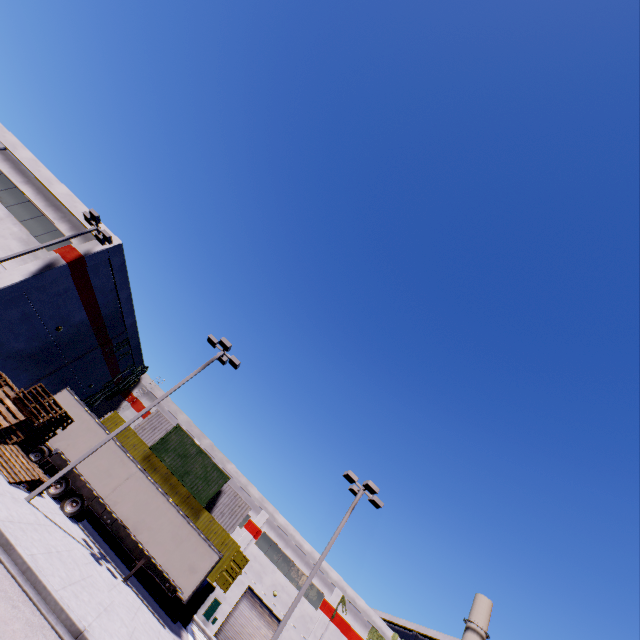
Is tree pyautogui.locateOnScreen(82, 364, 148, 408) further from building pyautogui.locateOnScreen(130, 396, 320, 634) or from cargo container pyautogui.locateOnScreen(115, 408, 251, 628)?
cargo container pyautogui.locateOnScreen(115, 408, 251, 628)

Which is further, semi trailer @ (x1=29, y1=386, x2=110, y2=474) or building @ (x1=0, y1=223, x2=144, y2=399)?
building @ (x1=0, y1=223, x2=144, y2=399)

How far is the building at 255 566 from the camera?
31.16m

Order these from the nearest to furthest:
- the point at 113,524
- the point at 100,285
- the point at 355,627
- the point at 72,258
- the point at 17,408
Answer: the point at 17,408 < the point at 113,524 < the point at 72,258 < the point at 100,285 < the point at 355,627

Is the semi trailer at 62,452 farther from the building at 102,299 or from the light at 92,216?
the light at 92,216

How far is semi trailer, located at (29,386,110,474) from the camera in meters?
17.5

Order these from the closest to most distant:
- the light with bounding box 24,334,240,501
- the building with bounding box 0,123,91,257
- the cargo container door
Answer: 1. the light with bounding box 24,334,240,501
2. the building with bounding box 0,123,91,257
3. the cargo container door

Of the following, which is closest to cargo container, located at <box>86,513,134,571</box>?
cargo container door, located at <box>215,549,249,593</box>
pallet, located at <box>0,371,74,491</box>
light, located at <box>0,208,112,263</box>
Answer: cargo container door, located at <box>215,549,249,593</box>
